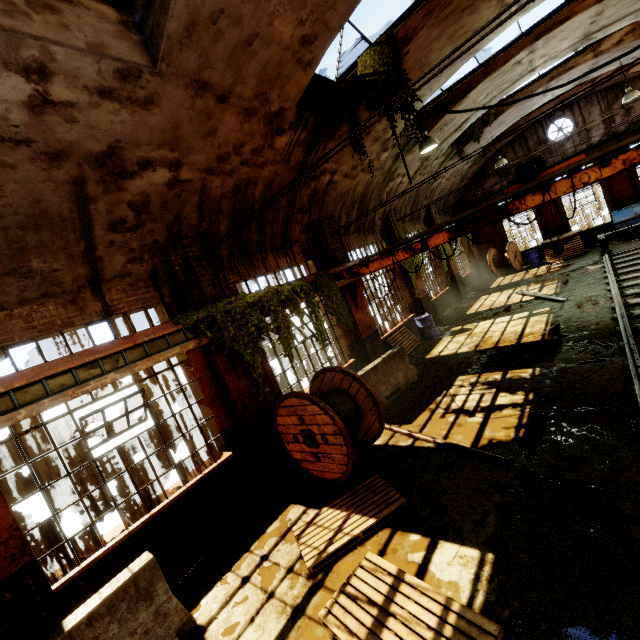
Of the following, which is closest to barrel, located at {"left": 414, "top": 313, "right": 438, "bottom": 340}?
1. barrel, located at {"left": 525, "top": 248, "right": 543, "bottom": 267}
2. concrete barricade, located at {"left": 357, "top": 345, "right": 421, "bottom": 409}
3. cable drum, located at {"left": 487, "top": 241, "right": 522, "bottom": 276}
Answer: concrete barricade, located at {"left": 357, "top": 345, "right": 421, "bottom": 409}

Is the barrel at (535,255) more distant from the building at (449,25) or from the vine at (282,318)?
the vine at (282,318)

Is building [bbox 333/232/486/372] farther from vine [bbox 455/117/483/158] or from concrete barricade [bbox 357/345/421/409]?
concrete barricade [bbox 357/345/421/409]

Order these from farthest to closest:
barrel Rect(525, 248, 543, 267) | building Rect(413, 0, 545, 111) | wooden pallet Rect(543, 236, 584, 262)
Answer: barrel Rect(525, 248, 543, 267) < wooden pallet Rect(543, 236, 584, 262) < building Rect(413, 0, 545, 111)

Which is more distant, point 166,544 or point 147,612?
point 166,544

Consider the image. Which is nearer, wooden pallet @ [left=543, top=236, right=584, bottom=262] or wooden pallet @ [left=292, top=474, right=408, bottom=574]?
wooden pallet @ [left=292, top=474, right=408, bottom=574]

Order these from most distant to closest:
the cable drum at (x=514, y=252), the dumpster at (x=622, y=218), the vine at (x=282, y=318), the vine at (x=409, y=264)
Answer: the cable drum at (x=514, y=252)
the dumpster at (x=622, y=218)
the vine at (x=409, y=264)
the vine at (x=282, y=318)

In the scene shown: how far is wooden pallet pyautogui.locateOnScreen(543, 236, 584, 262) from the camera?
17.17m
